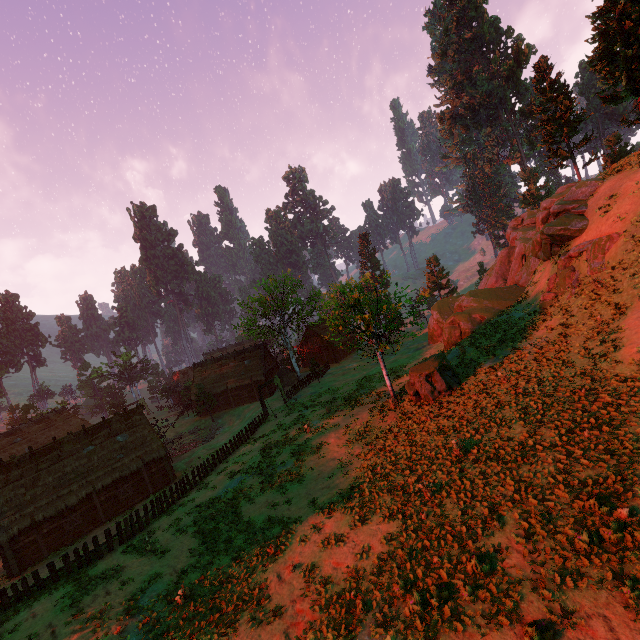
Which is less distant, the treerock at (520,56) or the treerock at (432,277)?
the treerock at (432,277)

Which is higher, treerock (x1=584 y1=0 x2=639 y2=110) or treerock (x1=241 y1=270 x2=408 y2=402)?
treerock (x1=584 y1=0 x2=639 y2=110)

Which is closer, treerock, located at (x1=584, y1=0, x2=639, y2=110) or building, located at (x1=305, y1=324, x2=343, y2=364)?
treerock, located at (x1=584, y1=0, x2=639, y2=110)

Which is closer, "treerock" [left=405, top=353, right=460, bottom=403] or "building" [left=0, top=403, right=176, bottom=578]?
"treerock" [left=405, top=353, right=460, bottom=403]

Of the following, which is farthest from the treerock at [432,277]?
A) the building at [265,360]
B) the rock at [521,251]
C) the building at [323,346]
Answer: the rock at [521,251]

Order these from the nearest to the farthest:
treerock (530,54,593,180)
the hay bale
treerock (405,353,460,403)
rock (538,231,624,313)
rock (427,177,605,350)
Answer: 1. rock (538,231,624,313)
2. treerock (405,353,460,403)
3. rock (427,177,605,350)
4. treerock (530,54,593,180)
5. the hay bale

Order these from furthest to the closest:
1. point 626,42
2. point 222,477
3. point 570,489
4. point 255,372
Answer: point 255,372, point 222,477, point 626,42, point 570,489

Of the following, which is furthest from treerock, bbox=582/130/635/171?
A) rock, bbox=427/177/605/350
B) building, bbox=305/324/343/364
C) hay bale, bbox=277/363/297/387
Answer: hay bale, bbox=277/363/297/387
